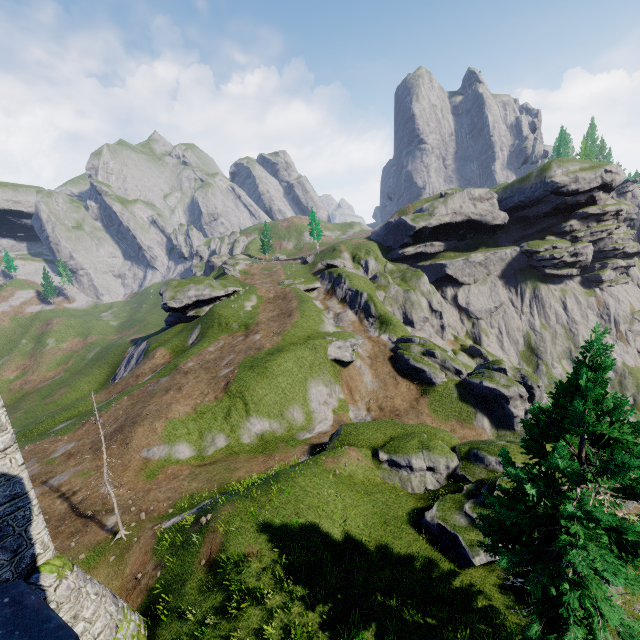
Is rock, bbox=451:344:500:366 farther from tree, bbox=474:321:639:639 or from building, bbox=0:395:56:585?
building, bbox=0:395:56:585

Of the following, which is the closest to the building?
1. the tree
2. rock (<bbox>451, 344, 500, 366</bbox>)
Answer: the tree

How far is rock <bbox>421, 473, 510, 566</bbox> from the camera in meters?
15.4 m

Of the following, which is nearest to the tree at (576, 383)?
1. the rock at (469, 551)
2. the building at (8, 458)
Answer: the rock at (469, 551)

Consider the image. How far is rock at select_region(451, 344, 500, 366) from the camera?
53.8m

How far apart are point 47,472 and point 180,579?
18.1 meters

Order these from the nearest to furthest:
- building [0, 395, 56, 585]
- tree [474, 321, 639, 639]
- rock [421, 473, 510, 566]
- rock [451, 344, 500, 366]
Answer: tree [474, 321, 639, 639] < building [0, 395, 56, 585] < rock [421, 473, 510, 566] < rock [451, 344, 500, 366]

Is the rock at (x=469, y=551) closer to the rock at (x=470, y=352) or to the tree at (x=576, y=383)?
the tree at (x=576, y=383)
